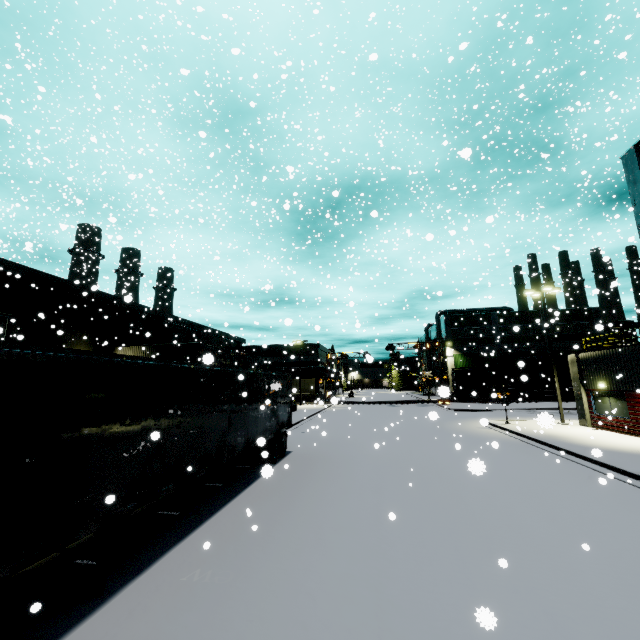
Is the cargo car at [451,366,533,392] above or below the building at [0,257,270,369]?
below

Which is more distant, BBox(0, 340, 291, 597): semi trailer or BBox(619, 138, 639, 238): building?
BBox(619, 138, 639, 238): building

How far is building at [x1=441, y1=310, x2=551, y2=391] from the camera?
54.5m

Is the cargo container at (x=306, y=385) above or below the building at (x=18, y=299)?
below

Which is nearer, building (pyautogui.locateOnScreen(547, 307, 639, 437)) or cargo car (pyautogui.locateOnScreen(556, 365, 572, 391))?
building (pyautogui.locateOnScreen(547, 307, 639, 437))

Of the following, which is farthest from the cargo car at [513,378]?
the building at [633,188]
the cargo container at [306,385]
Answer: the building at [633,188]

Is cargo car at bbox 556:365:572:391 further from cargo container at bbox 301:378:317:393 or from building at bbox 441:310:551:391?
building at bbox 441:310:551:391

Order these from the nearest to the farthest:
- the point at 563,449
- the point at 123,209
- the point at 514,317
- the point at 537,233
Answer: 1. the point at 563,449
2. the point at 123,209
3. the point at 537,233
4. the point at 514,317
